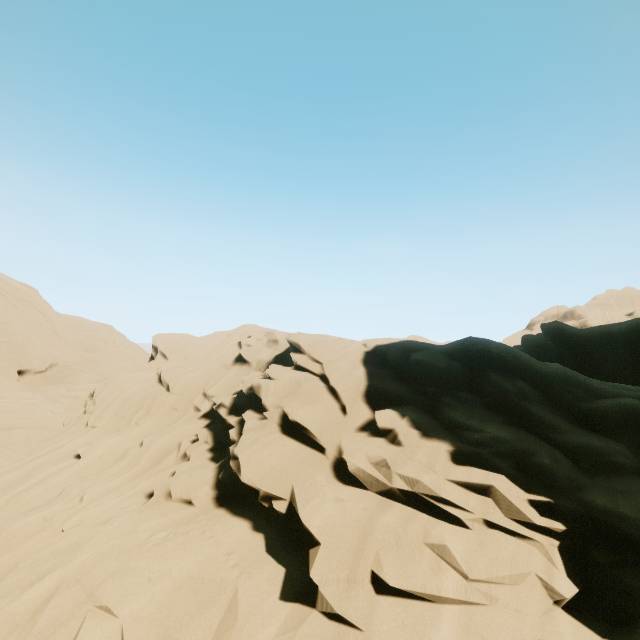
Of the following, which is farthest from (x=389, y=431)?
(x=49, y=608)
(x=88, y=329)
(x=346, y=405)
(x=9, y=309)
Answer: (x=88, y=329)
